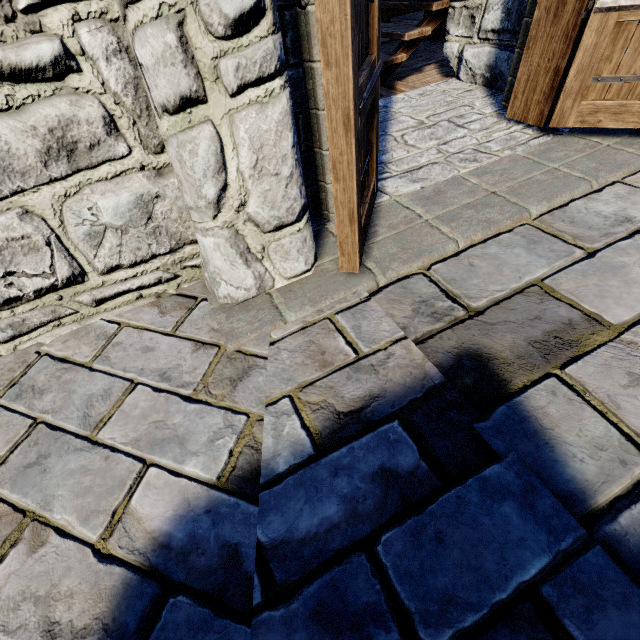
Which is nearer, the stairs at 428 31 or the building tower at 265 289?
the building tower at 265 289

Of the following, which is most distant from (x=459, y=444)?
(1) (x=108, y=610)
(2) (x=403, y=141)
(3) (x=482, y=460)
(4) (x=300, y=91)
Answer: (2) (x=403, y=141)

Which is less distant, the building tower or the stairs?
the building tower
